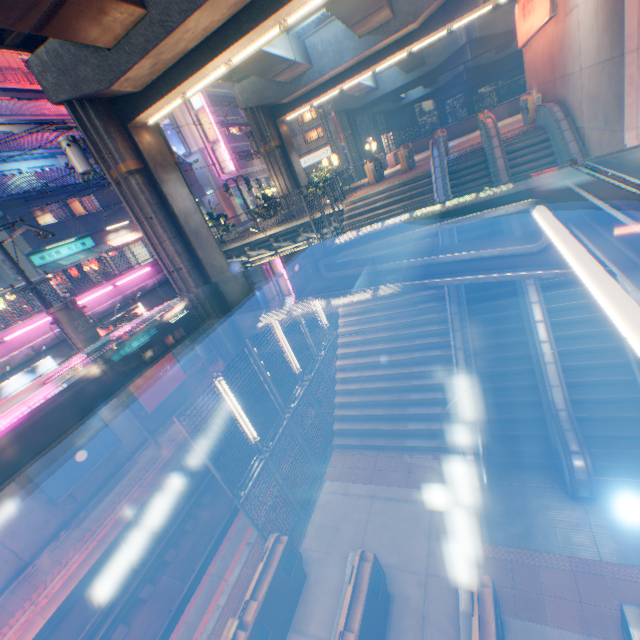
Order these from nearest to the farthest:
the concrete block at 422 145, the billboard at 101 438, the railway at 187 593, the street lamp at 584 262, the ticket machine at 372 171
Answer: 1. the street lamp at 584 262
2. the railway at 187 593
3. the billboard at 101 438
4. the ticket machine at 372 171
5. the concrete block at 422 145

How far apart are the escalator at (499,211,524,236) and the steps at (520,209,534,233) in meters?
0.0

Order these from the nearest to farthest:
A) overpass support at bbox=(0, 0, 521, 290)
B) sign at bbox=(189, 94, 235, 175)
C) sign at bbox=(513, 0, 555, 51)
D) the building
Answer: overpass support at bbox=(0, 0, 521, 290)
sign at bbox=(513, 0, 555, 51)
sign at bbox=(189, 94, 235, 175)
the building

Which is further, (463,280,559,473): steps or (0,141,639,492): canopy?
(463,280,559,473): steps

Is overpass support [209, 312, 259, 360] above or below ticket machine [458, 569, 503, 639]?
above

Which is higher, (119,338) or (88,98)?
(88,98)

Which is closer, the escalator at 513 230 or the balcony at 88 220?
the escalator at 513 230

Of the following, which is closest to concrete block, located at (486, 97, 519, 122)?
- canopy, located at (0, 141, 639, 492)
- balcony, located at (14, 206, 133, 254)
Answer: balcony, located at (14, 206, 133, 254)
